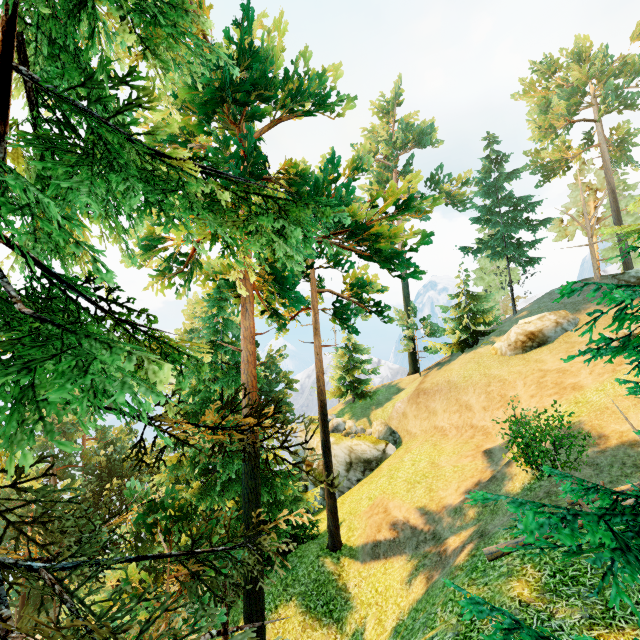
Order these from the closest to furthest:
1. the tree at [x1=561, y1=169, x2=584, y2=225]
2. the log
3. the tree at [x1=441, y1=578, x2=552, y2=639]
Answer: the tree at [x1=441, y1=578, x2=552, y2=639] < the log < the tree at [x1=561, y1=169, x2=584, y2=225]

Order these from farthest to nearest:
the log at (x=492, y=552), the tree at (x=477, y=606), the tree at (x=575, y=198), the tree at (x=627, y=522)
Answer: the tree at (x=575, y=198)
the log at (x=492, y=552)
the tree at (x=477, y=606)
the tree at (x=627, y=522)

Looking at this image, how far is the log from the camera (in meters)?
8.63

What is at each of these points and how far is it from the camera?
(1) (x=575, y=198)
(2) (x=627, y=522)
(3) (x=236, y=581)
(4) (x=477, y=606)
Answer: (1) tree, 40.3m
(2) tree, 3.0m
(3) tree, 12.7m
(4) tree, 4.7m

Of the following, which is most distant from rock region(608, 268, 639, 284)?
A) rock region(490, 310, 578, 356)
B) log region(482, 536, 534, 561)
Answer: log region(482, 536, 534, 561)

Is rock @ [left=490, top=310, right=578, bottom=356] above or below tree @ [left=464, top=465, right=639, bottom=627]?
above

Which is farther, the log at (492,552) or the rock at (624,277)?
the rock at (624,277)

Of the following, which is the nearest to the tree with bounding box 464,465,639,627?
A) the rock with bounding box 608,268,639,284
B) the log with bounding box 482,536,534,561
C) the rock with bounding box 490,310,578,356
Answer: the log with bounding box 482,536,534,561
